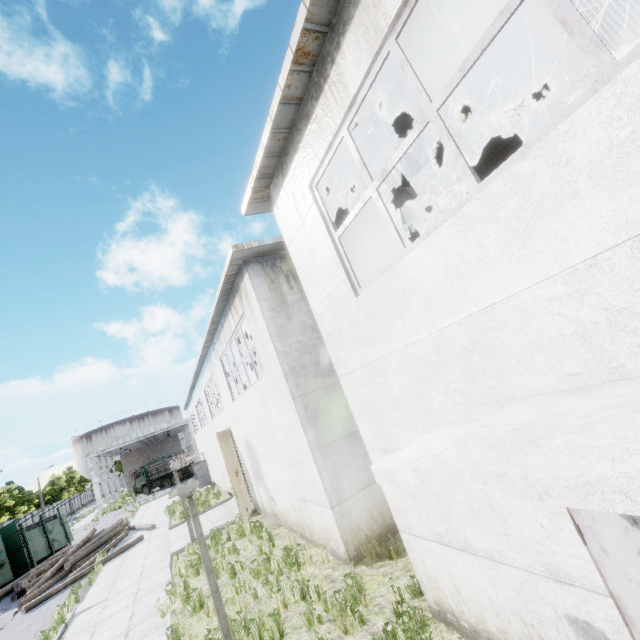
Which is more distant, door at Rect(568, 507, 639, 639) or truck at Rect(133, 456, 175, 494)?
truck at Rect(133, 456, 175, 494)

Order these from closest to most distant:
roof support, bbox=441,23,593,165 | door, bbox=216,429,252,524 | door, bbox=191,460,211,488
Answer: roof support, bbox=441,23,593,165
door, bbox=216,429,252,524
door, bbox=191,460,211,488

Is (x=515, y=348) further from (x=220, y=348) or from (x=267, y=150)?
(x=220, y=348)

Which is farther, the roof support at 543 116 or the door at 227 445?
the door at 227 445

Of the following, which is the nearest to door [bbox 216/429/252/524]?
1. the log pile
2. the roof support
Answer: the log pile

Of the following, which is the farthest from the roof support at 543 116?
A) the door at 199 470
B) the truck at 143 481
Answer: the truck at 143 481

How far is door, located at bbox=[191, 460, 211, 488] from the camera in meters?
29.6 m

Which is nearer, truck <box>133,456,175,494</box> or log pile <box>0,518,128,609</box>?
log pile <box>0,518,128,609</box>
